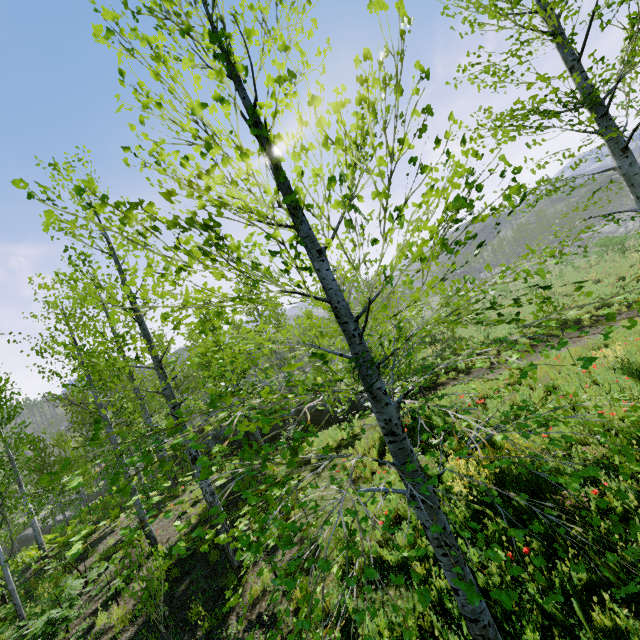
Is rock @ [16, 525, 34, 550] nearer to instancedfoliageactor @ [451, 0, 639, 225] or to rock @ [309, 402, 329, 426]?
instancedfoliageactor @ [451, 0, 639, 225]

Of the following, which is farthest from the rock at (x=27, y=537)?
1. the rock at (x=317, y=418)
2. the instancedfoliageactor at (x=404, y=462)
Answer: the rock at (x=317, y=418)

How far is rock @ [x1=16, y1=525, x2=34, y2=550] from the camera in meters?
34.0 m

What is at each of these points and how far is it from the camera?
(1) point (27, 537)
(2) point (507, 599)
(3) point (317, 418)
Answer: (1) rock, 34.2 meters
(2) instancedfoliageactor, 1.3 meters
(3) rock, 17.4 meters

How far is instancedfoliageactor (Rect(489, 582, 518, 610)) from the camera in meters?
1.3

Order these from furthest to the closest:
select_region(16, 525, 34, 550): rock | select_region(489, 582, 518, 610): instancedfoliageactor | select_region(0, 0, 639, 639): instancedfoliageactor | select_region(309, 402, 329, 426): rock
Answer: select_region(16, 525, 34, 550): rock
select_region(309, 402, 329, 426): rock
select_region(0, 0, 639, 639): instancedfoliageactor
select_region(489, 582, 518, 610): instancedfoliageactor

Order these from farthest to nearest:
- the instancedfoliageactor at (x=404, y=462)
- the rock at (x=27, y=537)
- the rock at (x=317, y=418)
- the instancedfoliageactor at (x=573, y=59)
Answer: the rock at (x=27, y=537), the rock at (x=317, y=418), the instancedfoliageactor at (x=573, y=59), the instancedfoliageactor at (x=404, y=462)
